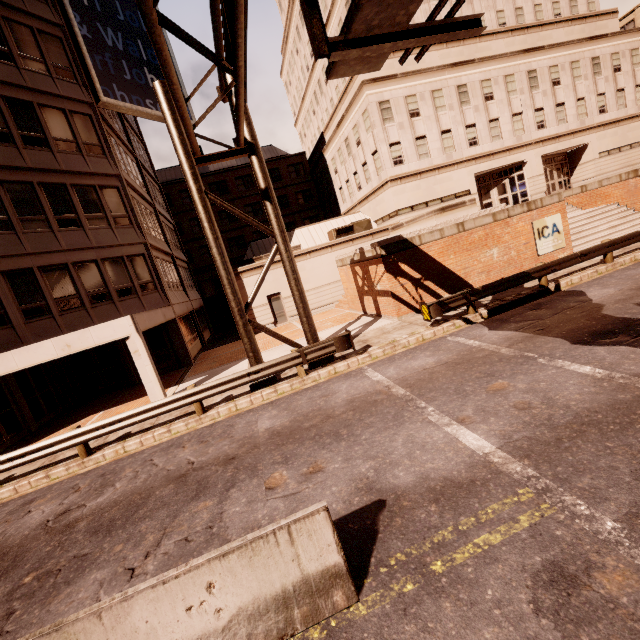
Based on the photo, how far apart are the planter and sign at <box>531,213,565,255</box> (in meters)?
2.55

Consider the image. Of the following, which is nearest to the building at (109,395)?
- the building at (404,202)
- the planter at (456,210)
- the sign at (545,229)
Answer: the building at (404,202)

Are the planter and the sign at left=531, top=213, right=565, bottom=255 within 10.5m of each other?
yes

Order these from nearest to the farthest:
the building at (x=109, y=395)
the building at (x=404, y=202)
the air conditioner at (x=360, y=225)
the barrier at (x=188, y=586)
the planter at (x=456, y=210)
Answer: the barrier at (x=188, y=586), the building at (x=109, y=395), the planter at (x=456, y=210), the building at (x=404, y=202), the air conditioner at (x=360, y=225)

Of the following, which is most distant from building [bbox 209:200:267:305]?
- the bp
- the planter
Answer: the bp

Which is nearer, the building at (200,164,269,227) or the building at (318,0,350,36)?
the building at (318,0,350,36)

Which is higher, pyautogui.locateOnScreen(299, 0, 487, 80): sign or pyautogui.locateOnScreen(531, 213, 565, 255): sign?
pyautogui.locateOnScreen(299, 0, 487, 80): sign

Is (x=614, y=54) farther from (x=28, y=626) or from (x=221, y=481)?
(x=28, y=626)
